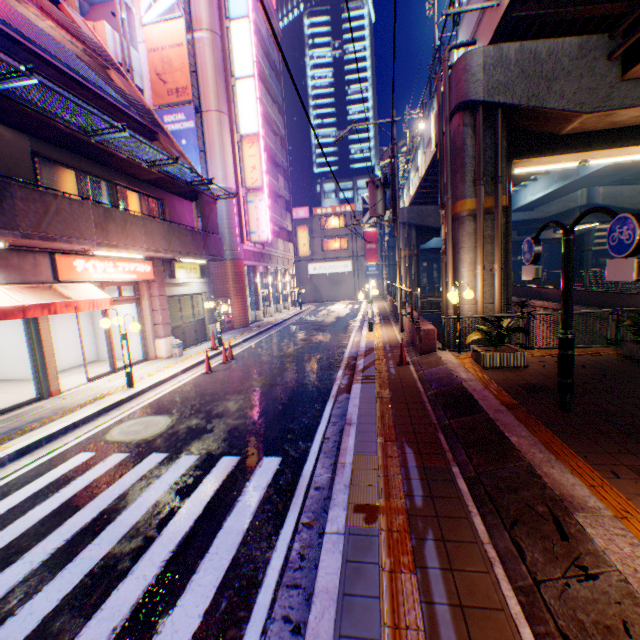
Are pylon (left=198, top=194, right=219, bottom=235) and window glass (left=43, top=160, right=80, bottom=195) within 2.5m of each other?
no

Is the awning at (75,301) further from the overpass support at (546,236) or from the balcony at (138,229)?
the overpass support at (546,236)

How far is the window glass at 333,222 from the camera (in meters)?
44.50

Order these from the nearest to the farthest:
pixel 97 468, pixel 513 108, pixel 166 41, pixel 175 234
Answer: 1. pixel 97 468
2. pixel 513 108
3. pixel 175 234
4. pixel 166 41

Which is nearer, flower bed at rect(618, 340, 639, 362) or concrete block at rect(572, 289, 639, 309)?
flower bed at rect(618, 340, 639, 362)

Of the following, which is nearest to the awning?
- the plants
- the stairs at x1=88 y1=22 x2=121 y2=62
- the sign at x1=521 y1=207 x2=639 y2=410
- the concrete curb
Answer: the sign at x1=521 y1=207 x2=639 y2=410

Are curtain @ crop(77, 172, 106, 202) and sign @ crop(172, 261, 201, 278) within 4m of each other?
yes

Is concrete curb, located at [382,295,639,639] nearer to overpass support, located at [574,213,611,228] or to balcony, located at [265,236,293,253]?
overpass support, located at [574,213,611,228]
